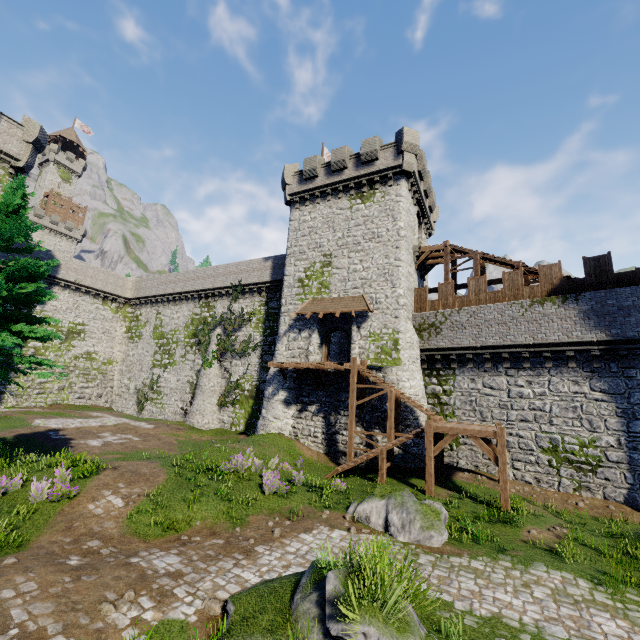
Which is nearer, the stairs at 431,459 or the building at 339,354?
the stairs at 431,459

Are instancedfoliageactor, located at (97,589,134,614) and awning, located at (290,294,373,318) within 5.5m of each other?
no

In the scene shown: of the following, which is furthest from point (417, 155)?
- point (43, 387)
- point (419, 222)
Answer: point (43, 387)

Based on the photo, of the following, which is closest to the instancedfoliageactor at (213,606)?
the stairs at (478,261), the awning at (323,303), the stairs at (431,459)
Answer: the stairs at (431,459)

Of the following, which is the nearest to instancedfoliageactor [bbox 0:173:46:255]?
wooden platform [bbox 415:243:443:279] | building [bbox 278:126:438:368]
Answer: building [bbox 278:126:438:368]

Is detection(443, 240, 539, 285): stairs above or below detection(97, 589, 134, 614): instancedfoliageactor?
above

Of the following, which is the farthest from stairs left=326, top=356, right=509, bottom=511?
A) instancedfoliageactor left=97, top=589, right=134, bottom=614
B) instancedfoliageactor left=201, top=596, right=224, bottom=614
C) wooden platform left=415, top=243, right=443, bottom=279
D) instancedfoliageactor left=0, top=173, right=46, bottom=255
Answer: instancedfoliageactor left=0, top=173, right=46, bottom=255

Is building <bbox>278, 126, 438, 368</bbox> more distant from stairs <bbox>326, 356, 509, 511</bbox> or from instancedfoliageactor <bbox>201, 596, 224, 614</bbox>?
instancedfoliageactor <bbox>201, 596, 224, 614</bbox>
